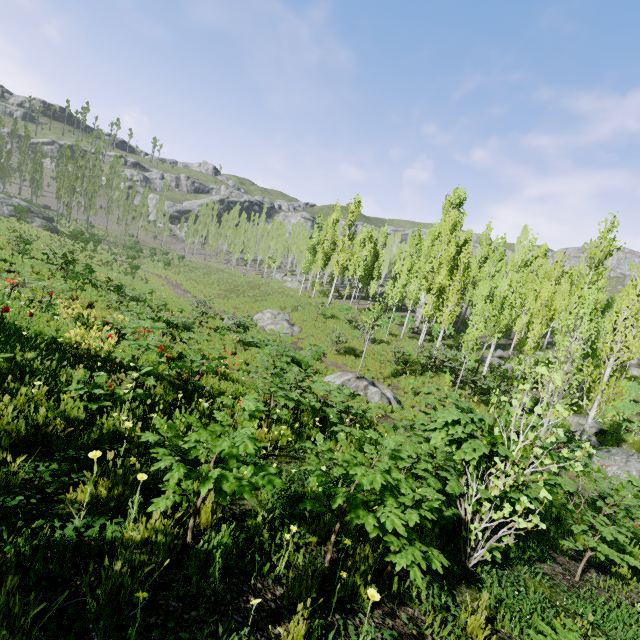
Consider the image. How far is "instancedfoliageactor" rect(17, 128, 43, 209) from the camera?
54.4m

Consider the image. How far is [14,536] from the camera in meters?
2.1 m

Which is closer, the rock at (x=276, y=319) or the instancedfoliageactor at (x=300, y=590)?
the instancedfoliageactor at (x=300, y=590)

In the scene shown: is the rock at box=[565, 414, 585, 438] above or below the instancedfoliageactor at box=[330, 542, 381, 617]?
below

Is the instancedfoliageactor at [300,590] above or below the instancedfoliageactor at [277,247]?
below

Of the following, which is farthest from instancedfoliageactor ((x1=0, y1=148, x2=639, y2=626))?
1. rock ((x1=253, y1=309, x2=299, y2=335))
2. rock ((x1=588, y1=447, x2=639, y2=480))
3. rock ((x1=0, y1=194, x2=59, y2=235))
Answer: rock ((x1=253, y1=309, x2=299, y2=335))

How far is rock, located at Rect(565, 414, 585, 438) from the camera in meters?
17.7 m
